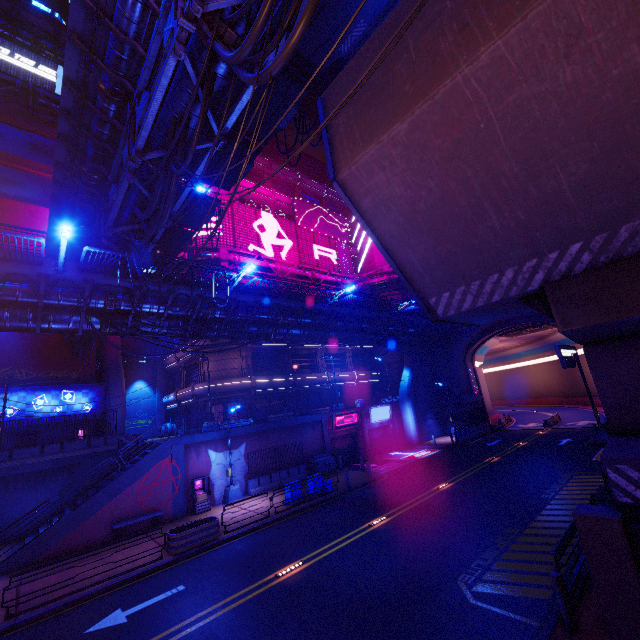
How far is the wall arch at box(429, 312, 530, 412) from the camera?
36.9m

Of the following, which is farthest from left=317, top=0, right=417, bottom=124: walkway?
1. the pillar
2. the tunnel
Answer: the tunnel

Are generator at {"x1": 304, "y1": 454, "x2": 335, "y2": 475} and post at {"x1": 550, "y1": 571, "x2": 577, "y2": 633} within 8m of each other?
no

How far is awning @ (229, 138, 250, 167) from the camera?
16.62m

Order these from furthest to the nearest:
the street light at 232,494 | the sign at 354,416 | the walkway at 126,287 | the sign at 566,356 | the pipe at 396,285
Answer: the pipe at 396,285
the sign at 354,416
the sign at 566,356
the street light at 232,494
the walkway at 126,287

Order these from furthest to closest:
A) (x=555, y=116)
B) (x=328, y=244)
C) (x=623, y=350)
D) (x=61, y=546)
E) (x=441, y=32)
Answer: (x=328, y=244)
(x=61, y=546)
(x=623, y=350)
(x=441, y=32)
(x=555, y=116)

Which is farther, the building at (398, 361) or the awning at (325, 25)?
the building at (398, 361)

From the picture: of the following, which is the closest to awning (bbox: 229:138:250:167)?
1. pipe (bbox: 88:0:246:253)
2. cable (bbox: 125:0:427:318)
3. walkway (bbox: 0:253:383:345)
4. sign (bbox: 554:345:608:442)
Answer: pipe (bbox: 88:0:246:253)
